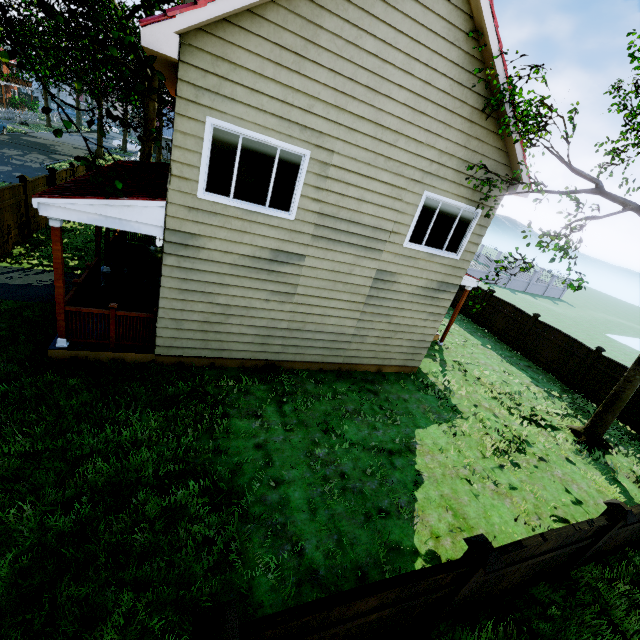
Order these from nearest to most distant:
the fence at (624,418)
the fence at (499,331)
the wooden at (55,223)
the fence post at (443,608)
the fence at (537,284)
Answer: the fence post at (443,608)
the wooden at (55,223)
the fence at (624,418)
the fence at (499,331)
the fence at (537,284)

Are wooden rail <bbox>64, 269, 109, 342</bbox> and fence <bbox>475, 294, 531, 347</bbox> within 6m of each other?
no

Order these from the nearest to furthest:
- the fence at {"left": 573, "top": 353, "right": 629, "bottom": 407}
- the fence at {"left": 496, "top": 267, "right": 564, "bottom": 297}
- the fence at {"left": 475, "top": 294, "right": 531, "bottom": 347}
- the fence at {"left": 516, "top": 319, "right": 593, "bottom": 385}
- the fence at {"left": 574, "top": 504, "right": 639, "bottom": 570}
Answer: the fence at {"left": 574, "top": 504, "right": 639, "bottom": 570}
the fence at {"left": 573, "top": 353, "right": 629, "bottom": 407}
the fence at {"left": 516, "top": 319, "right": 593, "bottom": 385}
the fence at {"left": 475, "top": 294, "right": 531, "bottom": 347}
the fence at {"left": 496, "top": 267, "right": 564, "bottom": 297}

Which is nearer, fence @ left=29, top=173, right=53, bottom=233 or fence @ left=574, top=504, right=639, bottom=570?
fence @ left=574, top=504, right=639, bottom=570

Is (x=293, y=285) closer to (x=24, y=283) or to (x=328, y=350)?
(x=328, y=350)

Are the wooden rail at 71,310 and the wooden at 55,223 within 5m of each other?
yes

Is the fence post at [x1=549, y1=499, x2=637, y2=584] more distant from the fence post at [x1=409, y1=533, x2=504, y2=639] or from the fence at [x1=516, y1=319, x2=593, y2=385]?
the fence post at [x1=409, y1=533, x2=504, y2=639]

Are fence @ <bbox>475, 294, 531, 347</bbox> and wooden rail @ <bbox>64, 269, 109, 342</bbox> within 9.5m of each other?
no
